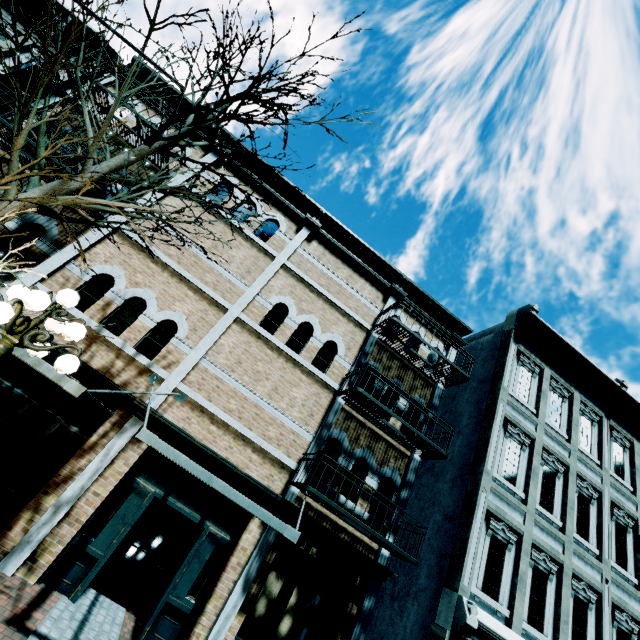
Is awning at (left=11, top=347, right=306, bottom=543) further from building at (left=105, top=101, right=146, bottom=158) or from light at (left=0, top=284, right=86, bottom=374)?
light at (left=0, top=284, right=86, bottom=374)

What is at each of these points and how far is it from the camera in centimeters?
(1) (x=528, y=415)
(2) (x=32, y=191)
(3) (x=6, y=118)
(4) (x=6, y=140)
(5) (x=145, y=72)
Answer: (1) building, 1096cm
(2) tree, 459cm
(3) building, 836cm
(4) building, 790cm
(5) building, 1108cm

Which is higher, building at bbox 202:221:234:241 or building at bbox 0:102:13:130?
building at bbox 202:221:234:241

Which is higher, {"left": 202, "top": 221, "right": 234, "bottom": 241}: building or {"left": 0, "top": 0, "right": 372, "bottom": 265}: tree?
{"left": 202, "top": 221, "right": 234, "bottom": 241}: building

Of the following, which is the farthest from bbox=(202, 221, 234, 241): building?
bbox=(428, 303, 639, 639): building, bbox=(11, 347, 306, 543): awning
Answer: bbox=(428, 303, 639, 639): building

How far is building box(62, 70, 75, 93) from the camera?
9.0 meters

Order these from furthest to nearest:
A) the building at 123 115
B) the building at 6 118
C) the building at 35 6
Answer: the building at 35 6
the building at 123 115
the building at 6 118

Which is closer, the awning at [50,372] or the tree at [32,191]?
the tree at [32,191]
